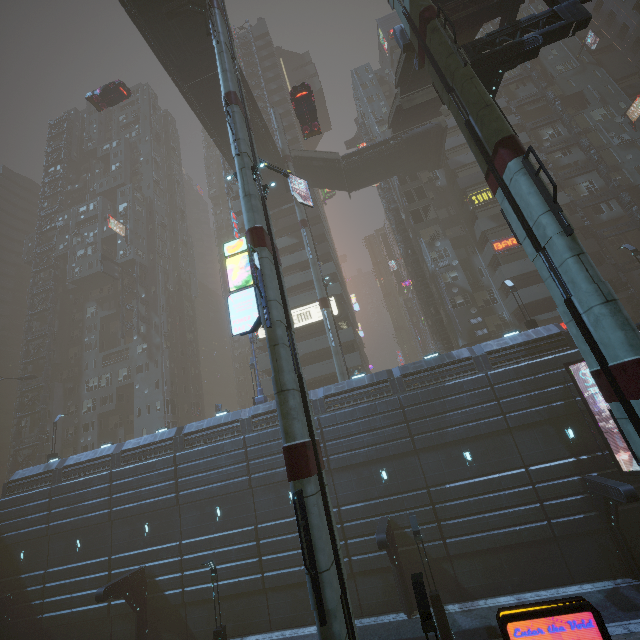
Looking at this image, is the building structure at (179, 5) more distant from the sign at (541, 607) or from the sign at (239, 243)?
the sign at (541, 607)

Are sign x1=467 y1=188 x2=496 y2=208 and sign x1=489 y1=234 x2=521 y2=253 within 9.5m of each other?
yes

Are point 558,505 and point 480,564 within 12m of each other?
yes

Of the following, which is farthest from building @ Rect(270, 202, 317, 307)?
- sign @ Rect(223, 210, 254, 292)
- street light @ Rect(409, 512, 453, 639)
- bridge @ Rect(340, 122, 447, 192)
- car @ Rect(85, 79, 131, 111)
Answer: car @ Rect(85, 79, 131, 111)

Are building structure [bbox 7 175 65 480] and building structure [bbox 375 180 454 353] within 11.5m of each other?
no

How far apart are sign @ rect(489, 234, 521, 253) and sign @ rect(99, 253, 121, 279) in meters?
49.7 m

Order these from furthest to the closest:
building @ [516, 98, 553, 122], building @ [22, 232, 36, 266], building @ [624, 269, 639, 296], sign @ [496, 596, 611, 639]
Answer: building @ [22, 232, 36, 266]
building @ [516, 98, 553, 122]
building @ [624, 269, 639, 296]
sign @ [496, 596, 611, 639]

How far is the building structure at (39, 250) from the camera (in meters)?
43.31
